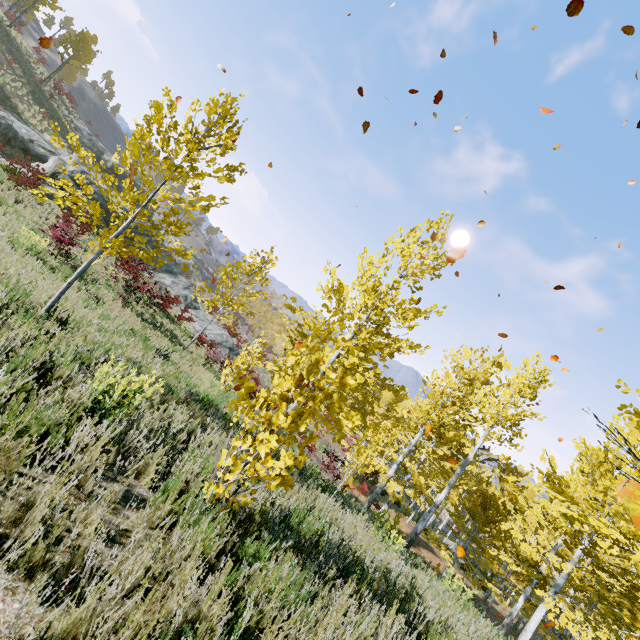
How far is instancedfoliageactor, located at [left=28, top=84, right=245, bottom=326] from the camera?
4.96m

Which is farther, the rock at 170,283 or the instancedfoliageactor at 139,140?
the rock at 170,283

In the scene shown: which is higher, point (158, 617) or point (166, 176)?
point (166, 176)

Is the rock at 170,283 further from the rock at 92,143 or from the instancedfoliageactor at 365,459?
the rock at 92,143

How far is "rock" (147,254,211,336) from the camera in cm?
2347

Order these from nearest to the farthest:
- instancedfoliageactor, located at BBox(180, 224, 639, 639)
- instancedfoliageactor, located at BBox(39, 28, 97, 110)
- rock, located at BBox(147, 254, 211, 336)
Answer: instancedfoliageactor, located at BBox(180, 224, 639, 639) → rock, located at BBox(147, 254, 211, 336) → instancedfoliageactor, located at BBox(39, 28, 97, 110)

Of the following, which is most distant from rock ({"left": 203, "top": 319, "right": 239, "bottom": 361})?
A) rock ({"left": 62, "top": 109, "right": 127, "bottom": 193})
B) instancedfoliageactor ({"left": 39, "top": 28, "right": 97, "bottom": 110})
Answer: rock ({"left": 62, "top": 109, "right": 127, "bottom": 193})
